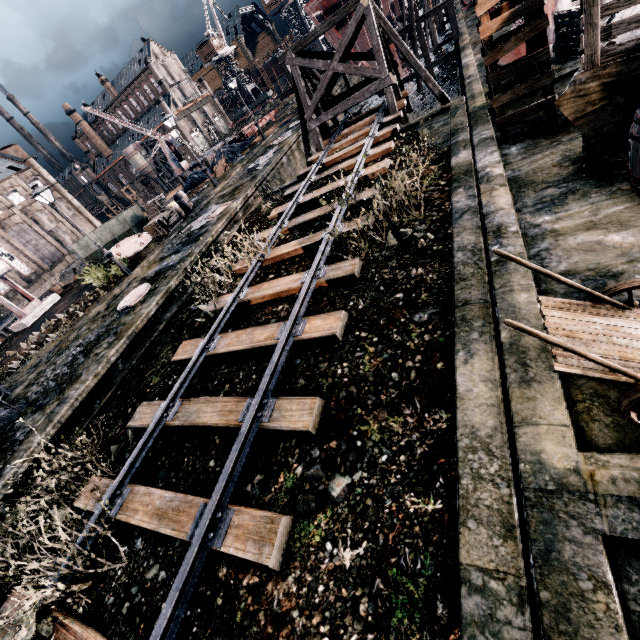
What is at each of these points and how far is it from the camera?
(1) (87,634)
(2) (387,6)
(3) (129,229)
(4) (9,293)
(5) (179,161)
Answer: (1) railway, 4.5m
(2) ship construction, 35.8m
(3) rail car container, 25.3m
(4) building, 52.6m
(5) crane, 44.5m

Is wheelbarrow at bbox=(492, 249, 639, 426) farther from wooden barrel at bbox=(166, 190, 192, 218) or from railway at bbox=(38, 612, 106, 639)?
wooden barrel at bbox=(166, 190, 192, 218)

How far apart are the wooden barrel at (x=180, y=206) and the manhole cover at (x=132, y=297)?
11.2m

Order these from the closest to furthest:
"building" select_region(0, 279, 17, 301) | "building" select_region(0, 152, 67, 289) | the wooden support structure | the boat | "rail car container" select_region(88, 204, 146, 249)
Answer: the boat, the wooden support structure, "rail car container" select_region(88, 204, 146, 249), "building" select_region(0, 279, 17, 301), "building" select_region(0, 152, 67, 289)

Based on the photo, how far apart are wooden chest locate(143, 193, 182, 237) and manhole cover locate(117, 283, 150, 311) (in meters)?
8.23

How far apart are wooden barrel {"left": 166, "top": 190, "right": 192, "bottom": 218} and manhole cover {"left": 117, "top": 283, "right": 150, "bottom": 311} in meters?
11.2 m

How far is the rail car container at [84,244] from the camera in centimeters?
2333cm

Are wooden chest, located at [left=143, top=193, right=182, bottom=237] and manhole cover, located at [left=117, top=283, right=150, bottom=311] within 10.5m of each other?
yes
